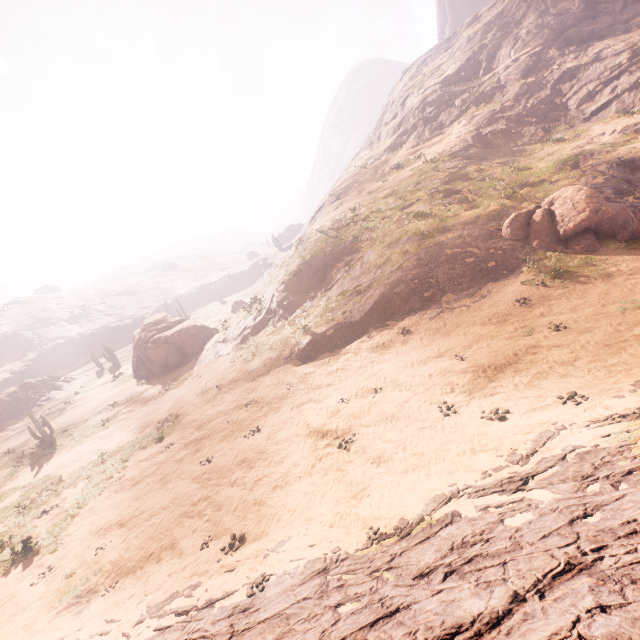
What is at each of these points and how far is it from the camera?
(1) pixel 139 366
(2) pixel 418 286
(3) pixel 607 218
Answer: (1) instancedfoliageactor, 32.0m
(2) z, 18.0m
(3) instancedfoliageactor, 15.2m

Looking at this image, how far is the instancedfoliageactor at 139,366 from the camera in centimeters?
2883cm

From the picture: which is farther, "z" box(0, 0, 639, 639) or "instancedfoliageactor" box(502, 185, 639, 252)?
"instancedfoliageactor" box(502, 185, 639, 252)

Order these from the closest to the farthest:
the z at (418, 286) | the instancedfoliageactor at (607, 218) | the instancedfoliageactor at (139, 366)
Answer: the z at (418, 286), the instancedfoliageactor at (607, 218), the instancedfoliageactor at (139, 366)

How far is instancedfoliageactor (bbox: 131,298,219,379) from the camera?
28.8 meters

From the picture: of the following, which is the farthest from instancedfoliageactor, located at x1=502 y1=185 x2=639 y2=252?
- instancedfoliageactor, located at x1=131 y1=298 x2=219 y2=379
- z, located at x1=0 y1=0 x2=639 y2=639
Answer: instancedfoliageactor, located at x1=131 y1=298 x2=219 y2=379

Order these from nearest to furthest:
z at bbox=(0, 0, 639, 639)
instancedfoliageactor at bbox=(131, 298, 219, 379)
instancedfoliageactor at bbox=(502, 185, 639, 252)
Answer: z at bbox=(0, 0, 639, 639), instancedfoliageactor at bbox=(502, 185, 639, 252), instancedfoliageactor at bbox=(131, 298, 219, 379)

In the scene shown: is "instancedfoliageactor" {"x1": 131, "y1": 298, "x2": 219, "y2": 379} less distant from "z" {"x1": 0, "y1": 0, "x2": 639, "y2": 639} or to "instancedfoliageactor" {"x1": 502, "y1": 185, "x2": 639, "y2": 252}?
"z" {"x1": 0, "y1": 0, "x2": 639, "y2": 639}
